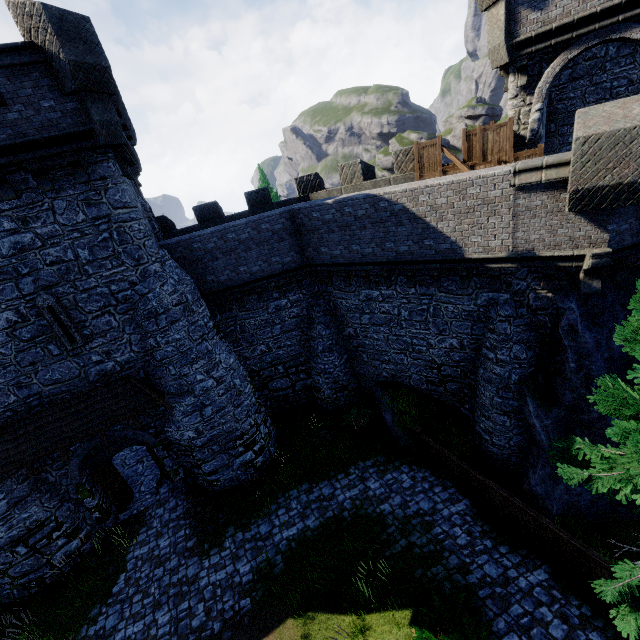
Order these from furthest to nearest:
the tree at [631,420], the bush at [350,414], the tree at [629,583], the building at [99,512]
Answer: the bush at [350,414] → the building at [99,512] → the tree at [631,420] → the tree at [629,583]

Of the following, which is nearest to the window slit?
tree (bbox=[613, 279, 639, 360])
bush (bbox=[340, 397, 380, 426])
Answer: bush (bbox=[340, 397, 380, 426])

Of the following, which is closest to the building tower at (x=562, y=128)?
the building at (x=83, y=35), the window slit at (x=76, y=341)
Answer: the building at (x=83, y=35)

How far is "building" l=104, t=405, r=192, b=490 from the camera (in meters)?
13.08

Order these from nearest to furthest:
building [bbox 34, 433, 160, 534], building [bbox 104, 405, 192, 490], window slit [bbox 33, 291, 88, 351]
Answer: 1. window slit [bbox 33, 291, 88, 351]
2. building [bbox 34, 433, 160, 534]
3. building [bbox 104, 405, 192, 490]

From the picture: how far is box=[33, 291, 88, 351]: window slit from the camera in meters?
10.6

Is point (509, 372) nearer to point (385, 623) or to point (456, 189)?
point (456, 189)

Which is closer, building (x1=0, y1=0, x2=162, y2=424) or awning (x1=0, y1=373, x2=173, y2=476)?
building (x1=0, y1=0, x2=162, y2=424)
